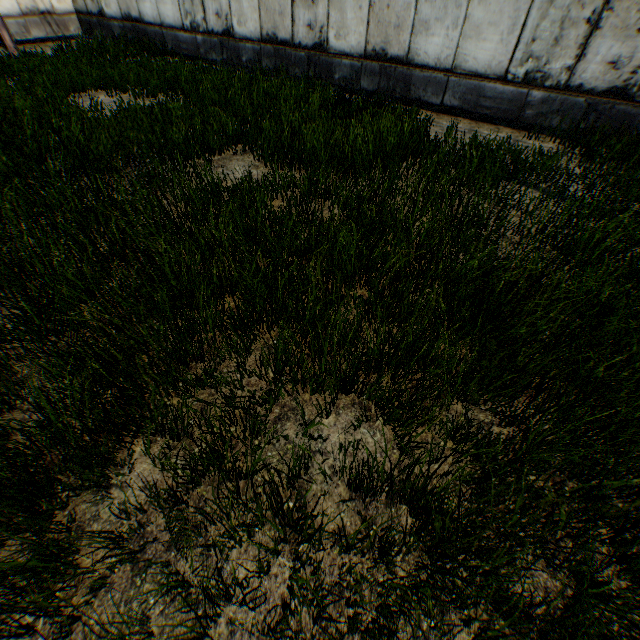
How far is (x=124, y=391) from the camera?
2.62m
